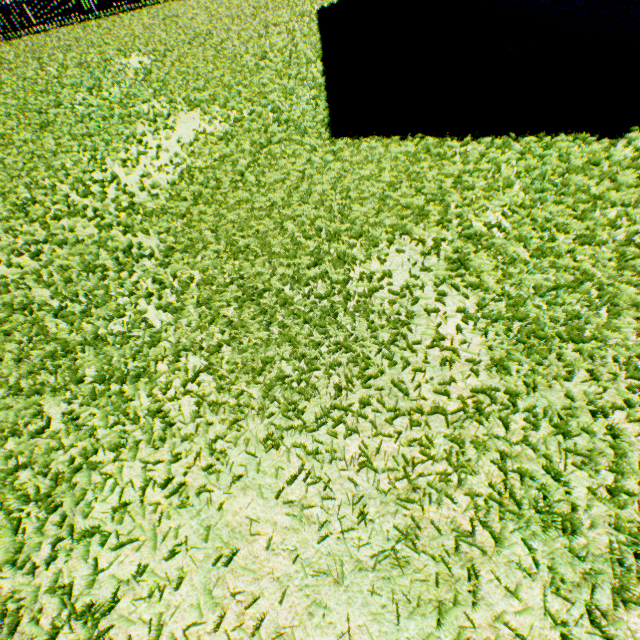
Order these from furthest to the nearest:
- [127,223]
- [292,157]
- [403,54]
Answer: → [403,54], [292,157], [127,223]
